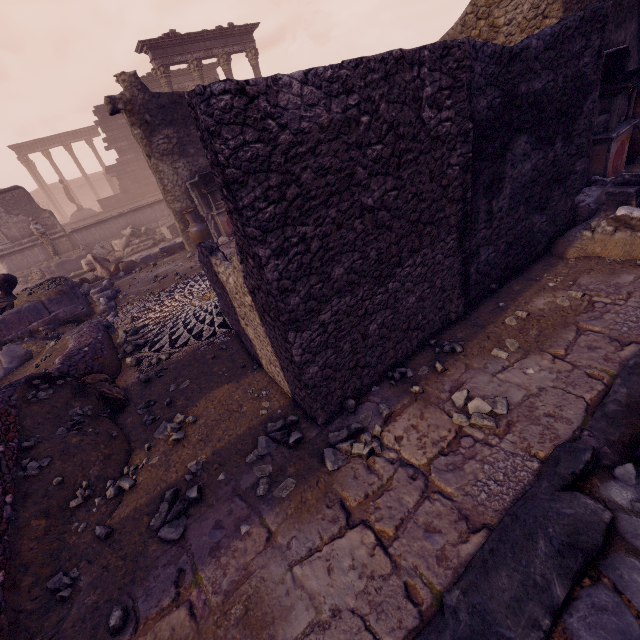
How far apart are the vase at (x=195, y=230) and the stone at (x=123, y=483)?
8.40m

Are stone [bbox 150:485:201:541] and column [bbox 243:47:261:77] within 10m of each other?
no

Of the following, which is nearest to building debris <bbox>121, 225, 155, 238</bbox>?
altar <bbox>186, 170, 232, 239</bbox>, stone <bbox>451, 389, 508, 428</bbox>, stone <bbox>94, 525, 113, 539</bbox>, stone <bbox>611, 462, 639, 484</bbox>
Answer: altar <bbox>186, 170, 232, 239</bbox>

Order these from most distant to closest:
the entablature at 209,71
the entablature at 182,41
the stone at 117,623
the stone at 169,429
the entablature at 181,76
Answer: the entablature at 209,71 → the entablature at 181,76 → the entablature at 182,41 → the stone at 169,429 → the stone at 117,623

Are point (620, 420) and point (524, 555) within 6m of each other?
yes

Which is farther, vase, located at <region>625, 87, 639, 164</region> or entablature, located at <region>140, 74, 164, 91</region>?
entablature, located at <region>140, 74, 164, 91</region>

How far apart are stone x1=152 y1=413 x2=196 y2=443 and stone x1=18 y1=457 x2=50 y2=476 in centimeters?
64cm

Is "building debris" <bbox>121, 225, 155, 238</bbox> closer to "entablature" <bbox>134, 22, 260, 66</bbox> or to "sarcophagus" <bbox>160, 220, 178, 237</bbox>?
"sarcophagus" <bbox>160, 220, 178, 237</bbox>
